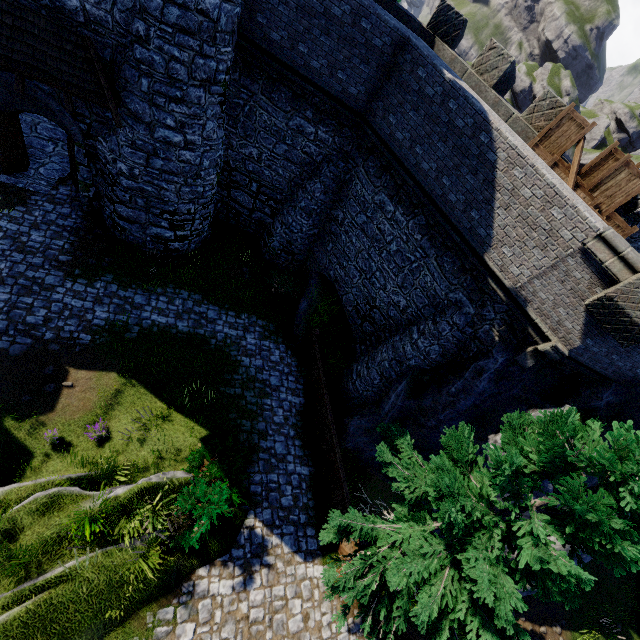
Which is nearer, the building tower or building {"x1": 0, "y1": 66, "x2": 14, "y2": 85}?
building {"x1": 0, "y1": 66, "x2": 14, "y2": 85}

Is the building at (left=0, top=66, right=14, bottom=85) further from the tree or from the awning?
the tree

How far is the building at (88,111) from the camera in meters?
10.2 m

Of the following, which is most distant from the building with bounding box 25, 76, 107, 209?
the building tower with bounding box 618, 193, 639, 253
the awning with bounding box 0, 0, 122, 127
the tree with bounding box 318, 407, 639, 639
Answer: the tree with bounding box 318, 407, 639, 639

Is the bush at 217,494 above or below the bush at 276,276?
above

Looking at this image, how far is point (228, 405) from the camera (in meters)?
11.41

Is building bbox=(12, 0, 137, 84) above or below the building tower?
below

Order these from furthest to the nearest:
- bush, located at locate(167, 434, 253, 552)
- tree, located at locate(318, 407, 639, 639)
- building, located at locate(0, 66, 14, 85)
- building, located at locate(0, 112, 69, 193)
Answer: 1. building, located at locate(0, 112, 69, 193)
2. building, located at locate(0, 66, 14, 85)
3. bush, located at locate(167, 434, 253, 552)
4. tree, located at locate(318, 407, 639, 639)
